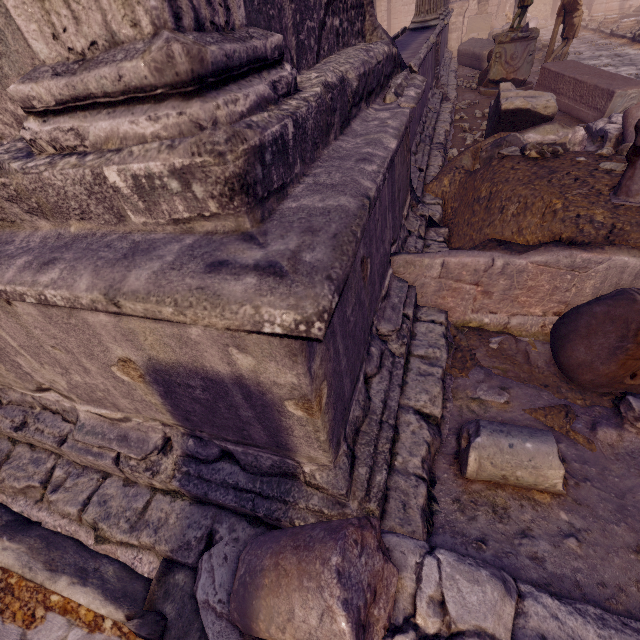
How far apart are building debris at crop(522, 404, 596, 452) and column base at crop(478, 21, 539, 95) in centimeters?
842cm

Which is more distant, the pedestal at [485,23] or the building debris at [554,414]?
the pedestal at [485,23]

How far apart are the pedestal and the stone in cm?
1885

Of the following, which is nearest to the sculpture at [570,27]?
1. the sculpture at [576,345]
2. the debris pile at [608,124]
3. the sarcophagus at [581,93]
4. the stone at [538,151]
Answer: the sarcophagus at [581,93]

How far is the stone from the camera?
2.9m

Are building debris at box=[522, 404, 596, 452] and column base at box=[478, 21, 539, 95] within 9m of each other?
yes

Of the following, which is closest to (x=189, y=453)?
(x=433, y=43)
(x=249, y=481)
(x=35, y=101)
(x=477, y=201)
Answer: (x=249, y=481)

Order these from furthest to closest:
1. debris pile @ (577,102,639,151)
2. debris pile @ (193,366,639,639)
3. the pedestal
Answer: the pedestal
debris pile @ (577,102,639,151)
debris pile @ (193,366,639,639)
